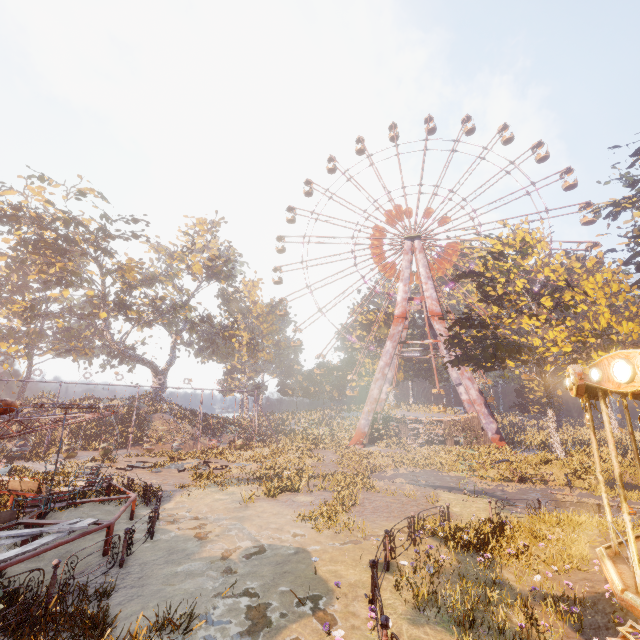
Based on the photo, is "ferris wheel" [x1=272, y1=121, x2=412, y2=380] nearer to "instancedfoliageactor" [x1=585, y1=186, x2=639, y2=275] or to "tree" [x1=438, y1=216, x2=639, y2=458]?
"tree" [x1=438, y1=216, x2=639, y2=458]

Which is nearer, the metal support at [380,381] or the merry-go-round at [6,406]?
the merry-go-round at [6,406]

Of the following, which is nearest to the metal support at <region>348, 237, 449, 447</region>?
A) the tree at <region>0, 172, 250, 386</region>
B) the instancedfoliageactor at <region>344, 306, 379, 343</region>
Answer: the instancedfoliageactor at <region>344, 306, 379, 343</region>

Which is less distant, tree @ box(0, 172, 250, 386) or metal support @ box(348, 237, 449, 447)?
tree @ box(0, 172, 250, 386)

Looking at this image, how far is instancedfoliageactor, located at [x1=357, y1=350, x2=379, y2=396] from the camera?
49.62m

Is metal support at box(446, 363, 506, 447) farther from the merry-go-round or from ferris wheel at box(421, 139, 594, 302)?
the merry-go-round

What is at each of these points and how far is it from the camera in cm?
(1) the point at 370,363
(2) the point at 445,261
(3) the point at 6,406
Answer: (1) instancedfoliageactor, 4984
(2) ferris wheel, 4488
(3) merry-go-round, 840

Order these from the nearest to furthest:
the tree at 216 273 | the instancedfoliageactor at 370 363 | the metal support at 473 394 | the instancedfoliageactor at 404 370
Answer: the tree at 216 273, the metal support at 473 394, the instancedfoliageactor at 370 363, the instancedfoliageactor at 404 370
